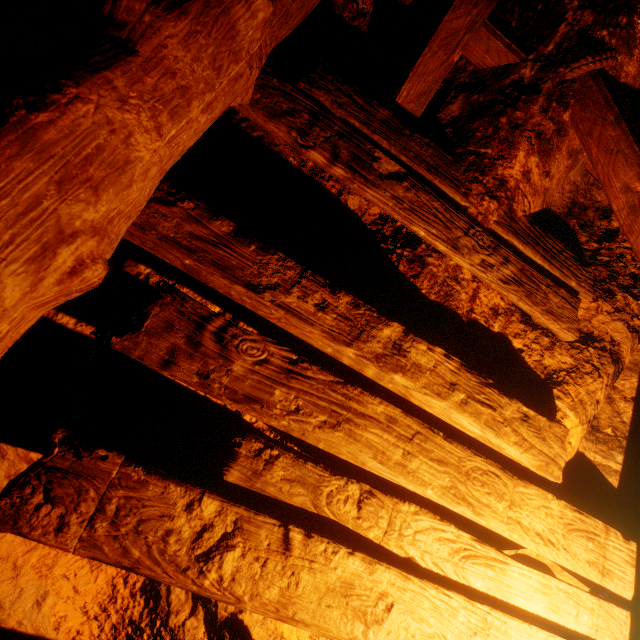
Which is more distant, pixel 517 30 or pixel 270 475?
pixel 517 30
